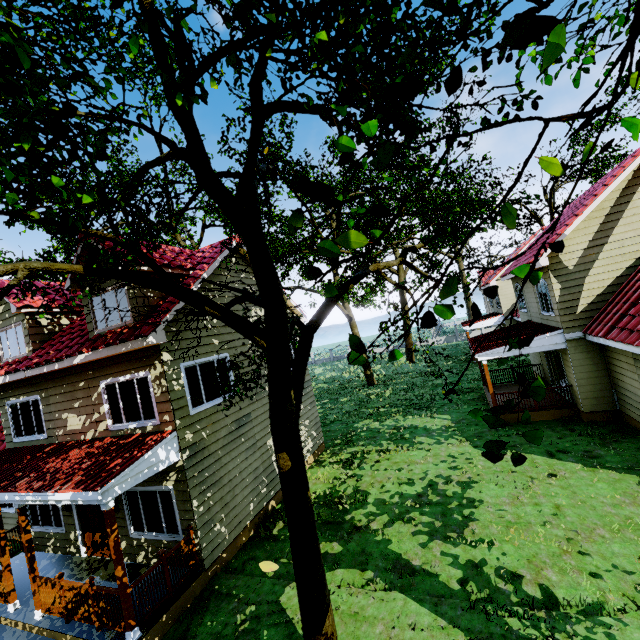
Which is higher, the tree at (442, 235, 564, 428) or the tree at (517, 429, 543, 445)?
the tree at (442, 235, 564, 428)

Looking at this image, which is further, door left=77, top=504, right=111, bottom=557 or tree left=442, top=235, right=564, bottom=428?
door left=77, top=504, right=111, bottom=557

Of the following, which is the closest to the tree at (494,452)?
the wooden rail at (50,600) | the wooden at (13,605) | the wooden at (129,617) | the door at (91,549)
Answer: the wooden at (129,617)

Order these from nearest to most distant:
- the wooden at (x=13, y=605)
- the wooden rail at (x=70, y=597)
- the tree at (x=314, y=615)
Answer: the tree at (x=314, y=615), the wooden rail at (x=70, y=597), the wooden at (x=13, y=605)

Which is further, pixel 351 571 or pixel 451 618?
pixel 351 571

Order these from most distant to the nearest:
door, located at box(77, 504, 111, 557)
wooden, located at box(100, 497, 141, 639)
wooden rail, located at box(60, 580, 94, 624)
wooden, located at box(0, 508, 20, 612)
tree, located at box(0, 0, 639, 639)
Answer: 1. door, located at box(77, 504, 111, 557)
2. wooden, located at box(0, 508, 20, 612)
3. wooden rail, located at box(60, 580, 94, 624)
4. wooden, located at box(100, 497, 141, 639)
5. tree, located at box(0, 0, 639, 639)

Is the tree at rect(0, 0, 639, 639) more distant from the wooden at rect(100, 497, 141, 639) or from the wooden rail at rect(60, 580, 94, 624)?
the wooden rail at rect(60, 580, 94, 624)

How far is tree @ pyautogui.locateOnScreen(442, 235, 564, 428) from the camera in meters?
2.0 m
